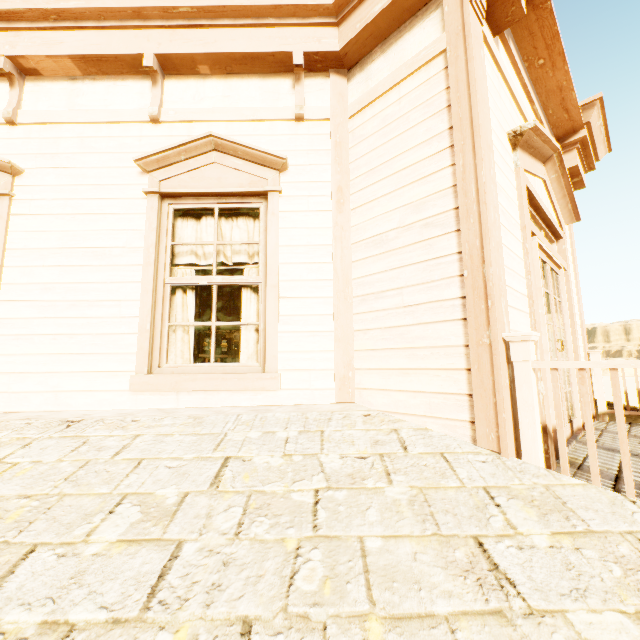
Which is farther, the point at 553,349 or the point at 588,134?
the point at 588,134

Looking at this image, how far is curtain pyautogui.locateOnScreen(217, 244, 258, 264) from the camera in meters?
3.2 m

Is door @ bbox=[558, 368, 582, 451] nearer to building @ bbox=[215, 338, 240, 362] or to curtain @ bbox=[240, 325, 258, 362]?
building @ bbox=[215, 338, 240, 362]

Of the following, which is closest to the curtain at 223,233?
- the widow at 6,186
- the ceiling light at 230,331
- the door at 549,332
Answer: the widow at 6,186

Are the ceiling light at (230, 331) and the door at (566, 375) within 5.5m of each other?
no

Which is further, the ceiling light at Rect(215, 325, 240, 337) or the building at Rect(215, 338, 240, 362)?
the building at Rect(215, 338, 240, 362)

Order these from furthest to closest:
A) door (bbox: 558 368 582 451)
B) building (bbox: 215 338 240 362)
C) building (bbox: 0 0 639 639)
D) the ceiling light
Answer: building (bbox: 215 338 240 362) < the ceiling light < door (bbox: 558 368 582 451) < building (bbox: 0 0 639 639)

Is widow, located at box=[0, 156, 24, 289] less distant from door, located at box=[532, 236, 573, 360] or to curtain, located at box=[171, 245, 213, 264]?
curtain, located at box=[171, 245, 213, 264]
